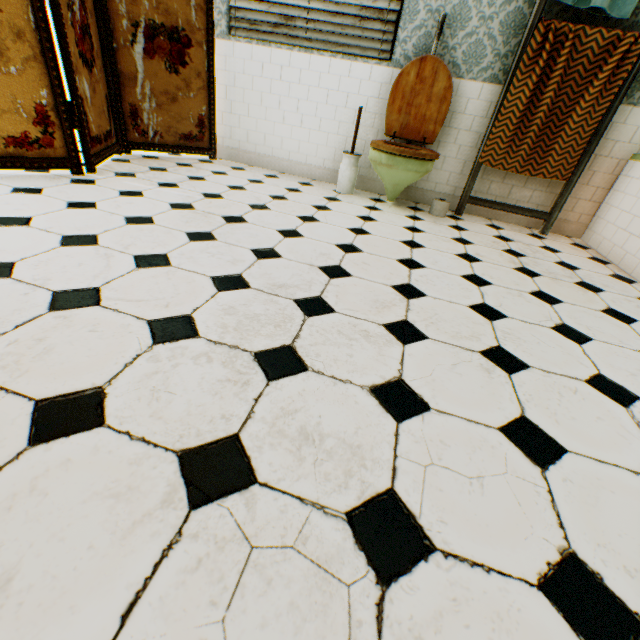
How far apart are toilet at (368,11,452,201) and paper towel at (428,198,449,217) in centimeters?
32cm

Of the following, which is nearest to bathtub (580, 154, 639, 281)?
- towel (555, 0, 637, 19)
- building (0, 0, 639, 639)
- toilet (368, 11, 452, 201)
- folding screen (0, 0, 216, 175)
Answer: building (0, 0, 639, 639)

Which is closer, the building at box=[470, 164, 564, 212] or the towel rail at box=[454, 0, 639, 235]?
the towel rail at box=[454, 0, 639, 235]

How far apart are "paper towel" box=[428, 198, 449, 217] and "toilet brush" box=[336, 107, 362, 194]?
0.84m

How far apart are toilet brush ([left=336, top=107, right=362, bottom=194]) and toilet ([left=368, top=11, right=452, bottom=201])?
0.2 meters

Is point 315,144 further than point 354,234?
Yes

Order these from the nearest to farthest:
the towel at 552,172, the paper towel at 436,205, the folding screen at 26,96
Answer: the folding screen at 26,96, the towel at 552,172, the paper towel at 436,205

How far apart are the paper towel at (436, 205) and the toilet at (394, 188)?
0.32m
